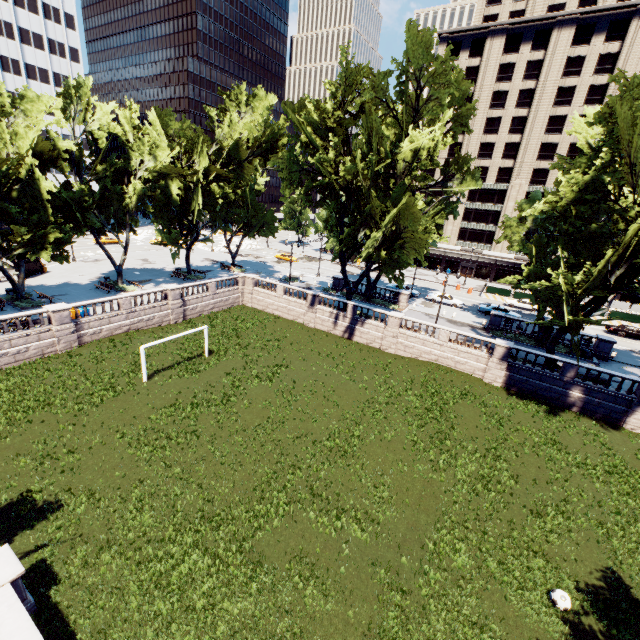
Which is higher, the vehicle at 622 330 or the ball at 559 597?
the vehicle at 622 330

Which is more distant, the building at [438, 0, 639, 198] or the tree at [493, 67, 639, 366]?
the building at [438, 0, 639, 198]

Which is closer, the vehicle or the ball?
the ball

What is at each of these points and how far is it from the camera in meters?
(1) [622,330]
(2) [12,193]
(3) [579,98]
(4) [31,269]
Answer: (1) vehicle, 40.4
(2) tree, 28.5
(3) building, 53.1
(4) bus stop, 38.8

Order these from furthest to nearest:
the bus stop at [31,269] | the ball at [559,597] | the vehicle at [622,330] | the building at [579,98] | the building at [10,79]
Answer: the building at [10,79] < the building at [579,98] < the vehicle at [622,330] < the bus stop at [31,269] < the ball at [559,597]

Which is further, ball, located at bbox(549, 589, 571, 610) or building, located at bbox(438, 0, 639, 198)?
building, located at bbox(438, 0, 639, 198)

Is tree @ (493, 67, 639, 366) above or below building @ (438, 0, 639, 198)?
below

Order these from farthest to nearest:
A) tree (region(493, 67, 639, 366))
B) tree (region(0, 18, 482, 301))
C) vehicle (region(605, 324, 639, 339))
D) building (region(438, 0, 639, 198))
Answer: building (region(438, 0, 639, 198)), vehicle (region(605, 324, 639, 339)), tree (region(0, 18, 482, 301)), tree (region(493, 67, 639, 366))
